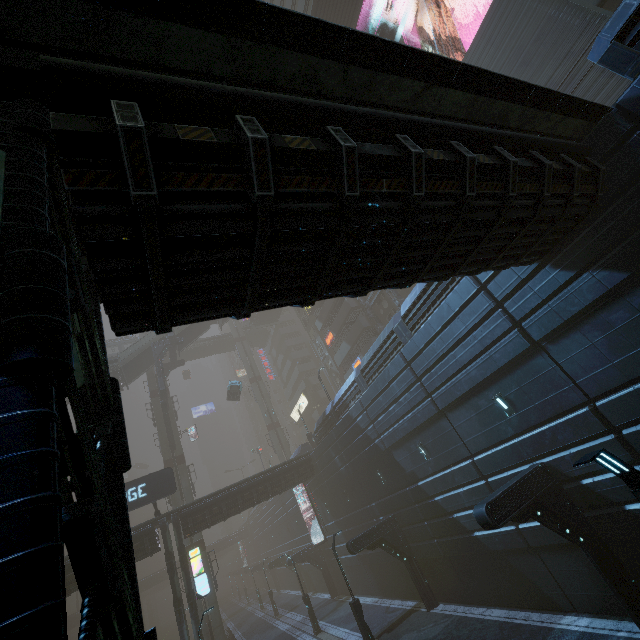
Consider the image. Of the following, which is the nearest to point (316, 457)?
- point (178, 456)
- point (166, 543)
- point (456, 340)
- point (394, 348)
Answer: point (166, 543)

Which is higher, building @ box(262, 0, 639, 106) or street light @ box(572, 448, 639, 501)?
building @ box(262, 0, 639, 106)

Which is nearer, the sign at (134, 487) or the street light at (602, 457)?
the street light at (602, 457)

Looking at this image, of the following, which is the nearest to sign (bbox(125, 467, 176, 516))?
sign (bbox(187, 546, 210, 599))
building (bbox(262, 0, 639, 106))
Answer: building (bbox(262, 0, 639, 106))

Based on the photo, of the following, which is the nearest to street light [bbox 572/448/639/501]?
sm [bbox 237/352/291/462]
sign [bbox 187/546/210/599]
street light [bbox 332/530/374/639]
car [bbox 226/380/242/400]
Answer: street light [bbox 332/530/374/639]

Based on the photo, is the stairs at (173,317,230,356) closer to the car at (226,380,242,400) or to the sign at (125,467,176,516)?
the car at (226,380,242,400)

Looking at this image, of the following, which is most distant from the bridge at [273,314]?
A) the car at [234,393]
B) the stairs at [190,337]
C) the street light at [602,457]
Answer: the street light at [602,457]

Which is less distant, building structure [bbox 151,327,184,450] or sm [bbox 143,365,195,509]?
sm [bbox 143,365,195,509]
